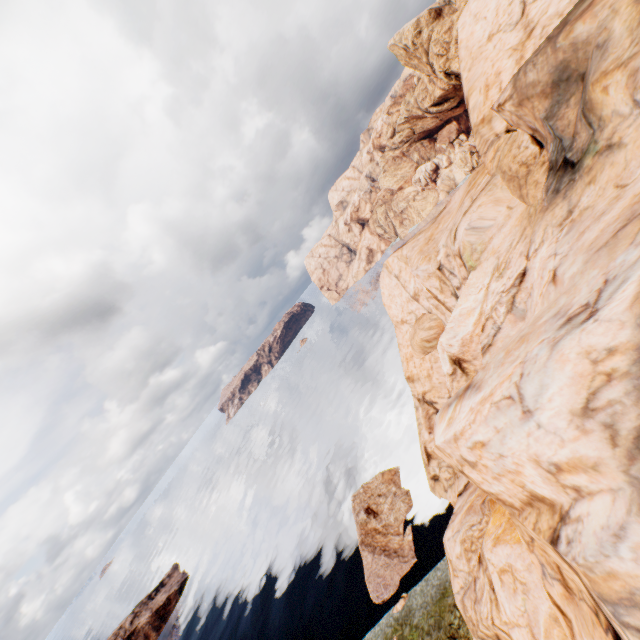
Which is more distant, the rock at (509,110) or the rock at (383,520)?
the rock at (383,520)

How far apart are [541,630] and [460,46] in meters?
32.4

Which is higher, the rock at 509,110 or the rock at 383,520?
the rock at 509,110

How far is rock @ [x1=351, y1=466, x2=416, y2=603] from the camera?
31.7m

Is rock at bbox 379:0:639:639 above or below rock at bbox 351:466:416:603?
above

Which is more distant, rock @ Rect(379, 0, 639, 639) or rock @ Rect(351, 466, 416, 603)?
rock @ Rect(351, 466, 416, 603)
